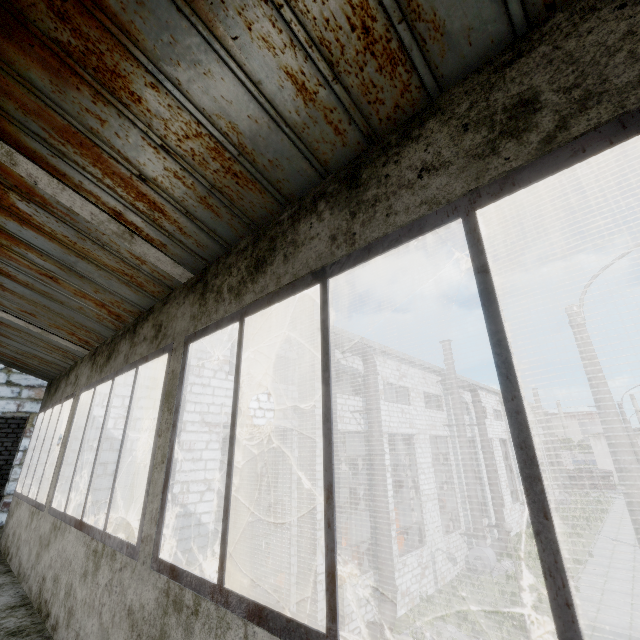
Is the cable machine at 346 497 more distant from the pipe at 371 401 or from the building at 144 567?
the building at 144 567

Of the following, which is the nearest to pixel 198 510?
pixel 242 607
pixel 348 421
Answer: pixel 348 421

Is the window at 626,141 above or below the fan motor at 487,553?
above

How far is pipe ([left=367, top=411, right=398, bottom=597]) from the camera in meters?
11.2

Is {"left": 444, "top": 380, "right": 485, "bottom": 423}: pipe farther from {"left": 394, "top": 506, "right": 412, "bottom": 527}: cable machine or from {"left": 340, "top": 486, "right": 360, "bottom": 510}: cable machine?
{"left": 340, "top": 486, "right": 360, "bottom": 510}: cable machine

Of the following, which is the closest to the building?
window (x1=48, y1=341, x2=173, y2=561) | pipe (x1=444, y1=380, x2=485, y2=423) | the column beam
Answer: window (x1=48, y1=341, x2=173, y2=561)

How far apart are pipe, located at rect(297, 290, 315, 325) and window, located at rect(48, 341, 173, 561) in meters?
6.8 m

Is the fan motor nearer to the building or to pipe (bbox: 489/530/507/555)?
pipe (bbox: 489/530/507/555)
